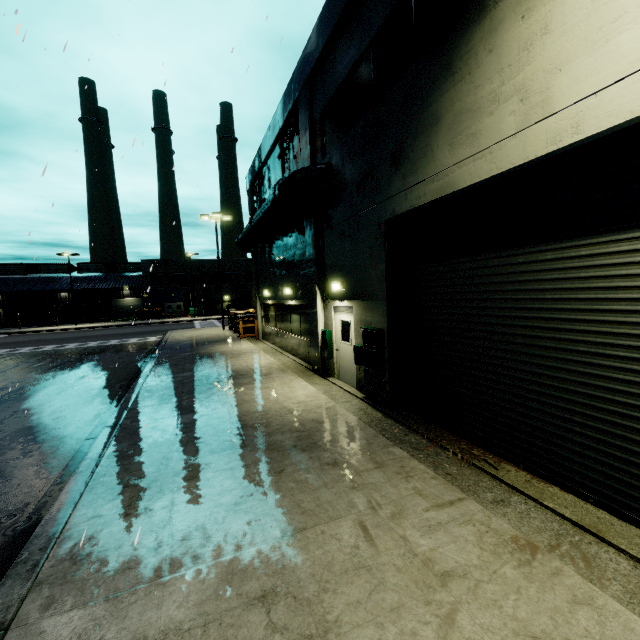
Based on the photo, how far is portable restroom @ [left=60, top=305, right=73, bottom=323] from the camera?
51.66m

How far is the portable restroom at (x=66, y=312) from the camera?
51.7 meters

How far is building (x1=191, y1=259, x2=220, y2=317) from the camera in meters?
50.1

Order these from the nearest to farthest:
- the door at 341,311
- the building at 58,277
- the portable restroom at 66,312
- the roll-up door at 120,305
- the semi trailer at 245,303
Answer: the door at 341,311 < the semi trailer at 245,303 < the building at 58,277 < the portable restroom at 66,312 < the roll-up door at 120,305

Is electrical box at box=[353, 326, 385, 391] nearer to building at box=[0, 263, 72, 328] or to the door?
building at box=[0, 263, 72, 328]

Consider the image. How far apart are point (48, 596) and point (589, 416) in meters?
6.4

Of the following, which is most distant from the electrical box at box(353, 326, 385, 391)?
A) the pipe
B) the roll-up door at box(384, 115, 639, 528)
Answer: the pipe

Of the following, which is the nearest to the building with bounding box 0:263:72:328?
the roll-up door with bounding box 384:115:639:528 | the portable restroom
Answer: the roll-up door with bounding box 384:115:639:528
